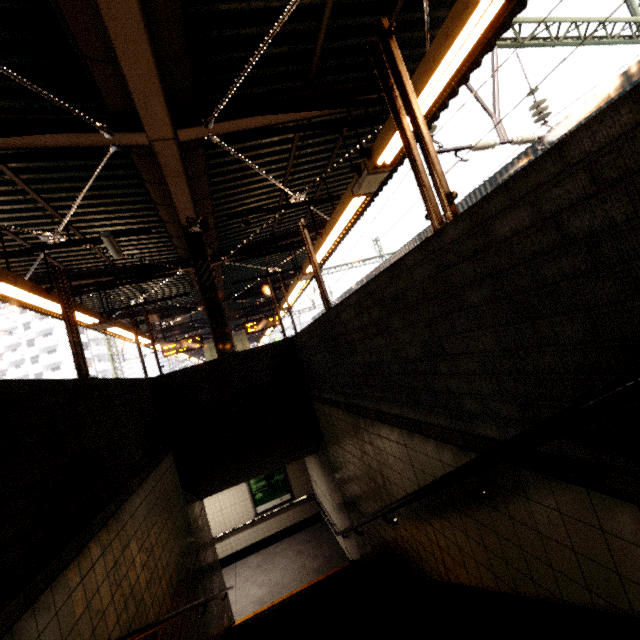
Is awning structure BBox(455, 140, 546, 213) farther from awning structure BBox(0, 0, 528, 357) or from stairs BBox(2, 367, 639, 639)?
stairs BBox(2, 367, 639, 639)

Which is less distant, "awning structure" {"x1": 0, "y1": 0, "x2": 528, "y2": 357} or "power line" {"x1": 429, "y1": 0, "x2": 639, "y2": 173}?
"awning structure" {"x1": 0, "y1": 0, "x2": 528, "y2": 357}

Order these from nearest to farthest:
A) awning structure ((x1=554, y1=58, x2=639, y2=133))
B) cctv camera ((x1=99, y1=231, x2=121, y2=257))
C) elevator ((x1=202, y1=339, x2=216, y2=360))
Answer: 1. cctv camera ((x1=99, y1=231, x2=121, y2=257))
2. awning structure ((x1=554, y1=58, x2=639, y2=133))
3. elevator ((x1=202, y1=339, x2=216, y2=360))

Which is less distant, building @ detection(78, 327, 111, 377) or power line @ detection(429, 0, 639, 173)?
power line @ detection(429, 0, 639, 173)

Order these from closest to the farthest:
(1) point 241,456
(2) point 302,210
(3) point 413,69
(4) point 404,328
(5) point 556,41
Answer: (4) point 404,328, (3) point 413,69, (1) point 241,456, (2) point 302,210, (5) point 556,41

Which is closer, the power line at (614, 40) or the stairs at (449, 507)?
the stairs at (449, 507)

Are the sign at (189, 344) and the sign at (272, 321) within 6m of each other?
yes

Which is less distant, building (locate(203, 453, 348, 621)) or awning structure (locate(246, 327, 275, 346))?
building (locate(203, 453, 348, 621))
